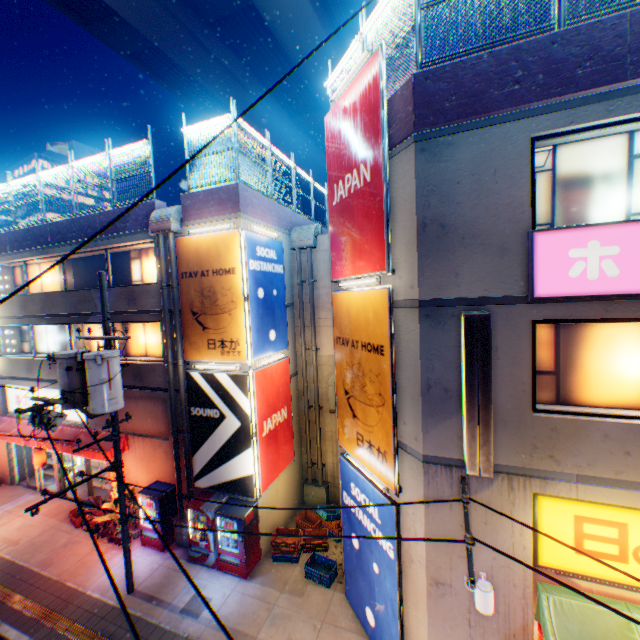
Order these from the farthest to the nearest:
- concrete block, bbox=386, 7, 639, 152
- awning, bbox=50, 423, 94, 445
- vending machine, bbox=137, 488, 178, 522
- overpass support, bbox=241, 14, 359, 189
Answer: overpass support, bbox=241, 14, 359, 189 → awning, bbox=50, 423, 94, 445 → vending machine, bbox=137, 488, 178, 522 → concrete block, bbox=386, 7, 639, 152

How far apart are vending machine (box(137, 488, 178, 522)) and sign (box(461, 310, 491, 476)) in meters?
10.9

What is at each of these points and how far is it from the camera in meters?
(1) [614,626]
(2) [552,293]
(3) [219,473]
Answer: (1) awning, 5.2 m
(2) sign, 5.1 m
(3) billboard, 11.3 m

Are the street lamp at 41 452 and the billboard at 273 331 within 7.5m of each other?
no

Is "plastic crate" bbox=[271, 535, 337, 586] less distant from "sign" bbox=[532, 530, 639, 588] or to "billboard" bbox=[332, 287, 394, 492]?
"billboard" bbox=[332, 287, 394, 492]

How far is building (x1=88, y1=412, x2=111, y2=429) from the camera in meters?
13.9

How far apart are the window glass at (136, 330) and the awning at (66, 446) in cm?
315

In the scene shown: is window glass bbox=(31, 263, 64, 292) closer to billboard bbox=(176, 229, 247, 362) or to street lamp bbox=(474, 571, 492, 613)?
billboard bbox=(176, 229, 247, 362)
